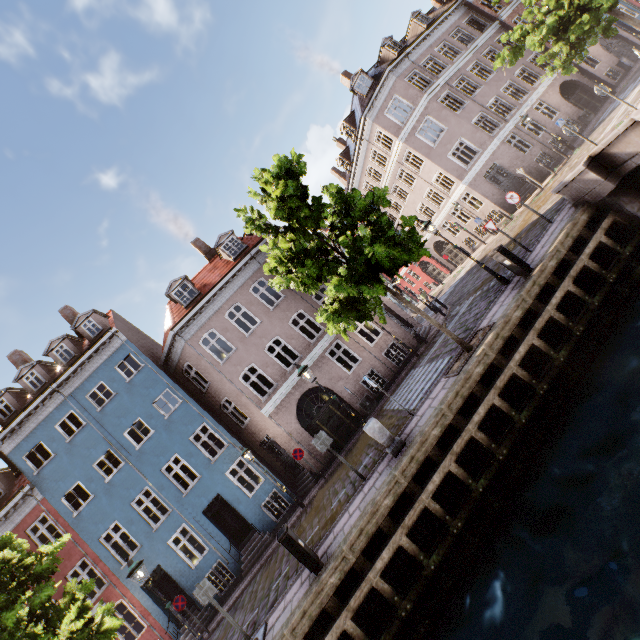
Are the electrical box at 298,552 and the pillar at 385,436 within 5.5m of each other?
yes

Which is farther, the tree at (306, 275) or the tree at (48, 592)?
the tree at (306, 275)

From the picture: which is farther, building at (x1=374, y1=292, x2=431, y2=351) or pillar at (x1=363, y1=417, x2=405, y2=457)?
building at (x1=374, y1=292, x2=431, y2=351)

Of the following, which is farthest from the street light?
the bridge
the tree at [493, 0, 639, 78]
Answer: the bridge

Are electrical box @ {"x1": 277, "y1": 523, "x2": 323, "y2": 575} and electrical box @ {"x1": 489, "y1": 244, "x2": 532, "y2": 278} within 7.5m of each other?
no

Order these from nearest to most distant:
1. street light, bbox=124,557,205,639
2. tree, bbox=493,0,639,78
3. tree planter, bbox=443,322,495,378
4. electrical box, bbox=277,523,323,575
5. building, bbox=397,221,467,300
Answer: electrical box, bbox=277,523,323,575 → street light, bbox=124,557,205,639 → tree planter, bbox=443,322,495,378 → tree, bbox=493,0,639,78 → building, bbox=397,221,467,300

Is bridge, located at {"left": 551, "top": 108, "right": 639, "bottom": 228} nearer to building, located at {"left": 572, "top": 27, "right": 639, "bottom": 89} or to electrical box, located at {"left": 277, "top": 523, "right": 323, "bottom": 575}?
building, located at {"left": 572, "top": 27, "right": 639, "bottom": 89}

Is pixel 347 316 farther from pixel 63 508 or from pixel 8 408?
pixel 8 408
